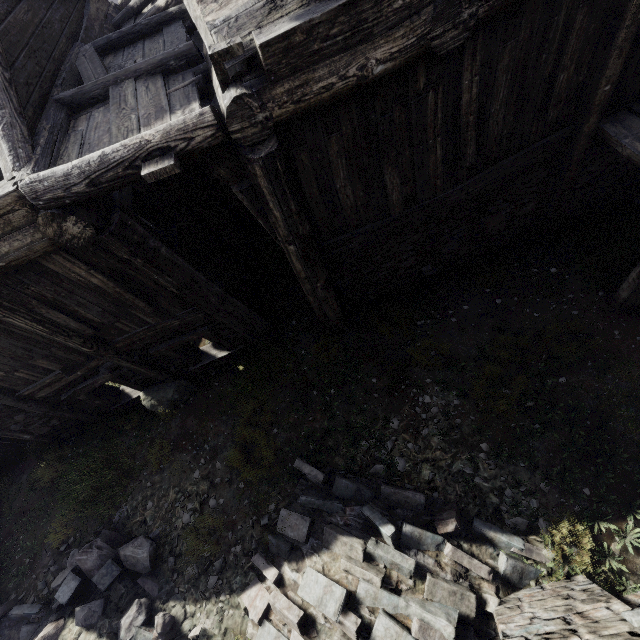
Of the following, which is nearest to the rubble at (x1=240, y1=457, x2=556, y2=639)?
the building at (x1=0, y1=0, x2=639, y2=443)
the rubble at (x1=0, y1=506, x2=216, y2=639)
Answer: the rubble at (x1=0, y1=506, x2=216, y2=639)

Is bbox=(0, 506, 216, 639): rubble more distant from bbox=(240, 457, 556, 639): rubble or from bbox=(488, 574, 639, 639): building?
bbox=(488, 574, 639, 639): building

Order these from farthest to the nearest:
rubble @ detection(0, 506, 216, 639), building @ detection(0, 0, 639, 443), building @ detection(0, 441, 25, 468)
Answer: building @ detection(0, 441, 25, 468) < rubble @ detection(0, 506, 216, 639) < building @ detection(0, 0, 639, 443)

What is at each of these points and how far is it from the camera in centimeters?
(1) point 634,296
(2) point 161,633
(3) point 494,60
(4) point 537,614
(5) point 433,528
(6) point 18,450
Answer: (1) building, 552cm
(2) rubble, 514cm
(3) building, 405cm
(4) building, 356cm
(5) rubble, 493cm
(6) building, 896cm

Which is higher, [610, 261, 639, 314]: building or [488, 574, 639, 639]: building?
[488, 574, 639, 639]: building

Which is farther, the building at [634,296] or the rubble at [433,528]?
the building at [634,296]

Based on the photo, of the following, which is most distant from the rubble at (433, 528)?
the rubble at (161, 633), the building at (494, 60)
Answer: Result: the building at (494, 60)
